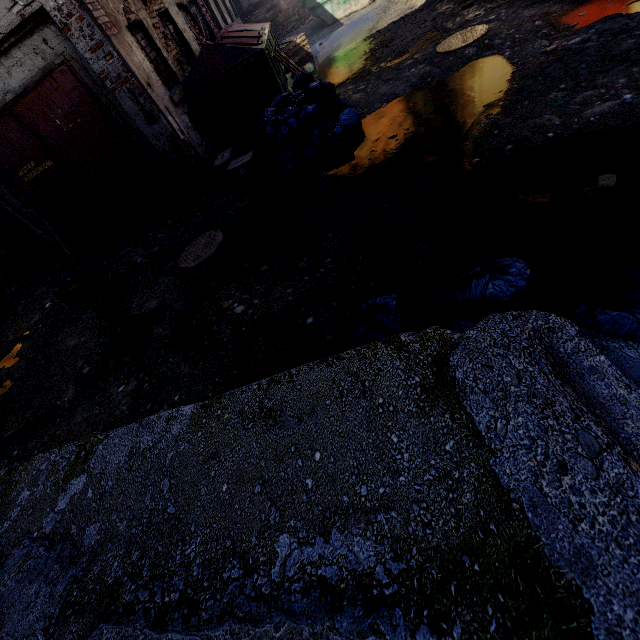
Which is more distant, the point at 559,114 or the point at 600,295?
the point at 559,114

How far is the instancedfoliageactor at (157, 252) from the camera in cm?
542

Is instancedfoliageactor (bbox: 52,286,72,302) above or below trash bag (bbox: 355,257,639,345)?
below

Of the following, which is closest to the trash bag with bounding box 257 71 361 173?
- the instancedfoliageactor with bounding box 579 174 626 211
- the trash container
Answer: the trash container

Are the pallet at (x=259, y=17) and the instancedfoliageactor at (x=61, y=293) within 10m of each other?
no

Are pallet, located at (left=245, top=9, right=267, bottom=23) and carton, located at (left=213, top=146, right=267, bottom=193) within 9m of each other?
no

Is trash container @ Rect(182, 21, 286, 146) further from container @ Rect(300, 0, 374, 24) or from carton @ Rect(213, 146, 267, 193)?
container @ Rect(300, 0, 374, 24)

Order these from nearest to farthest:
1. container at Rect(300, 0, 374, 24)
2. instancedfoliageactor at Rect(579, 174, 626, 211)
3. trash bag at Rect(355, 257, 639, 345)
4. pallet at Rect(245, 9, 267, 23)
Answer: trash bag at Rect(355, 257, 639, 345), instancedfoliageactor at Rect(579, 174, 626, 211), container at Rect(300, 0, 374, 24), pallet at Rect(245, 9, 267, 23)
